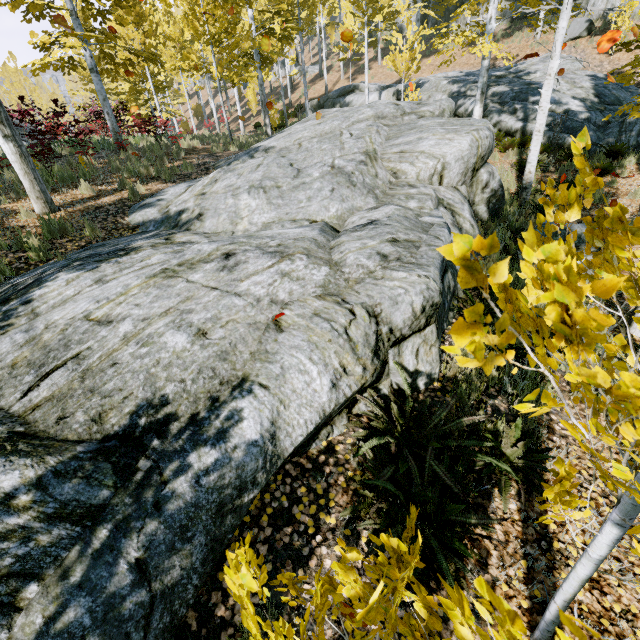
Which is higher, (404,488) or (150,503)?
(150,503)

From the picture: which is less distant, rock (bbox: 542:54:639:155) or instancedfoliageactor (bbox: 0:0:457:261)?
instancedfoliageactor (bbox: 0:0:457:261)

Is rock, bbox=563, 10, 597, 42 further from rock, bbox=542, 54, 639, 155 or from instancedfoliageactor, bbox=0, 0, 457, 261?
instancedfoliageactor, bbox=0, 0, 457, 261

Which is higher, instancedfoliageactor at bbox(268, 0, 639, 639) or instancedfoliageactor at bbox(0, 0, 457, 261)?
instancedfoliageactor at bbox(0, 0, 457, 261)

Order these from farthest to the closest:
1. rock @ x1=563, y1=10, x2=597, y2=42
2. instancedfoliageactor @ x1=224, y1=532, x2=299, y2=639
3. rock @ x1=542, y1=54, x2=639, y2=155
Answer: rock @ x1=563, y1=10, x2=597, y2=42 < rock @ x1=542, y1=54, x2=639, y2=155 < instancedfoliageactor @ x1=224, y1=532, x2=299, y2=639

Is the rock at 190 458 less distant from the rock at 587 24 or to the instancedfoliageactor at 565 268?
the instancedfoliageactor at 565 268

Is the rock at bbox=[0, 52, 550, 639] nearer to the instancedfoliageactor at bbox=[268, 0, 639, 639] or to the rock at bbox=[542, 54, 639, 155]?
the instancedfoliageactor at bbox=[268, 0, 639, 639]

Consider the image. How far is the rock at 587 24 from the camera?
17.8m
